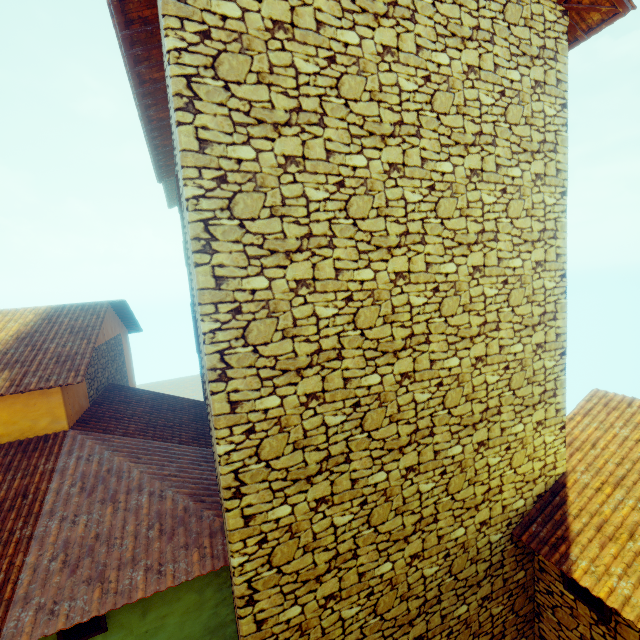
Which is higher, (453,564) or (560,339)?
(560,339)

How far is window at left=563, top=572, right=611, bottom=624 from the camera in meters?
4.3

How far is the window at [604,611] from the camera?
4.32m
